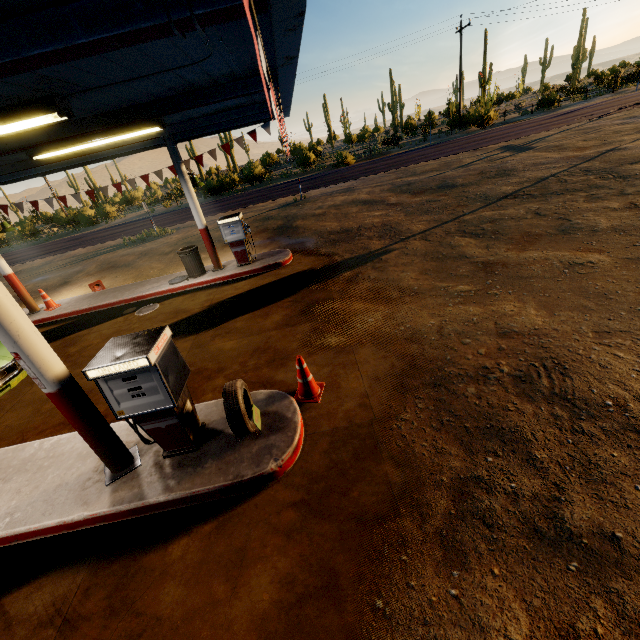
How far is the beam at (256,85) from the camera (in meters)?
5.26

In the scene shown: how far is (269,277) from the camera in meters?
9.5

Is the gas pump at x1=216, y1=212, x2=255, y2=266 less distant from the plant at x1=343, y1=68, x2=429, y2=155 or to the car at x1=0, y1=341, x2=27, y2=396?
the car at x1=0, y1=341, x2=27, y2=396

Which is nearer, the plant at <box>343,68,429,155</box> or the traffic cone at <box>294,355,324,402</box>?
the traffic cone at <box>294,355,324,402</box>

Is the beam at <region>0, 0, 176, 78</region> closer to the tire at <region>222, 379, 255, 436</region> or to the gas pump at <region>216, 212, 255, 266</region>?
the tire at <region>222, 379, 255, 436</region>

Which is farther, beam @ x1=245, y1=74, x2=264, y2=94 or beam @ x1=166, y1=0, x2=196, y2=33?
beam @ x1=245, y1=74, x2=264, y2=94

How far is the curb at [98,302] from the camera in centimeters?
996cm

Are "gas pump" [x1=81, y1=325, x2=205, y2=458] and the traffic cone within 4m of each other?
yes
